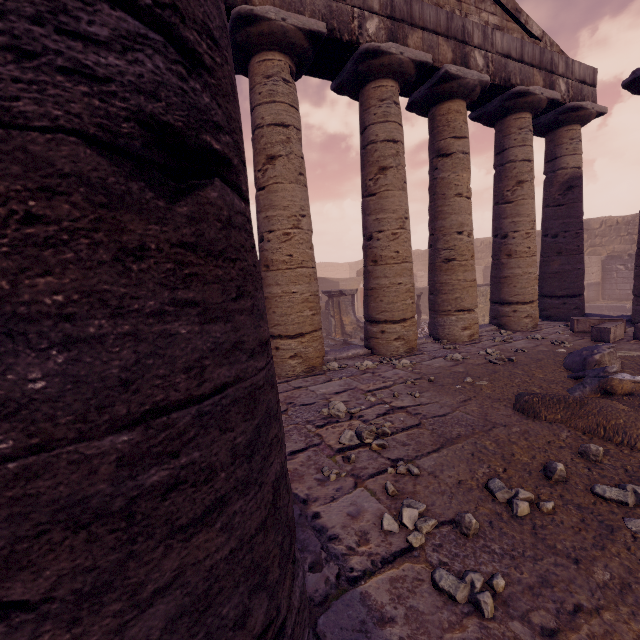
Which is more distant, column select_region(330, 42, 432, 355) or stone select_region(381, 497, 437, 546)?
column select_region(330, 42, 432, 355)

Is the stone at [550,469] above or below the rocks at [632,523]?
above

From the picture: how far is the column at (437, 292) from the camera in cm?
662

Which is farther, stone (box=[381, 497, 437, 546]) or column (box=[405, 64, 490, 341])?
column (box=[405, 64, 490, 341])

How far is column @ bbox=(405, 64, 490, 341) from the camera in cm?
662

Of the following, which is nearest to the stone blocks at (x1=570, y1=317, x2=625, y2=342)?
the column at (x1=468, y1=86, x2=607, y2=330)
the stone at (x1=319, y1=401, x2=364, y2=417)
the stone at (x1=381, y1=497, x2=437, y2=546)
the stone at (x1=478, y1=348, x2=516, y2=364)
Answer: the column at (x1=468, y1=86, x2=607, y2=330)

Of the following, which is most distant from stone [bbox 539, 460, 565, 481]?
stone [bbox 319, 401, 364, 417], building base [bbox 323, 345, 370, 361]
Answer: building base [bbox 323, 345, 370, 361]

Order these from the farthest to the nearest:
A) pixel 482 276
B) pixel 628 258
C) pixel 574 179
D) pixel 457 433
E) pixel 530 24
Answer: pixel 482 276 → pixel 628 258 → pixel 574 179 → pixel 530 24 → pixel 457 433
